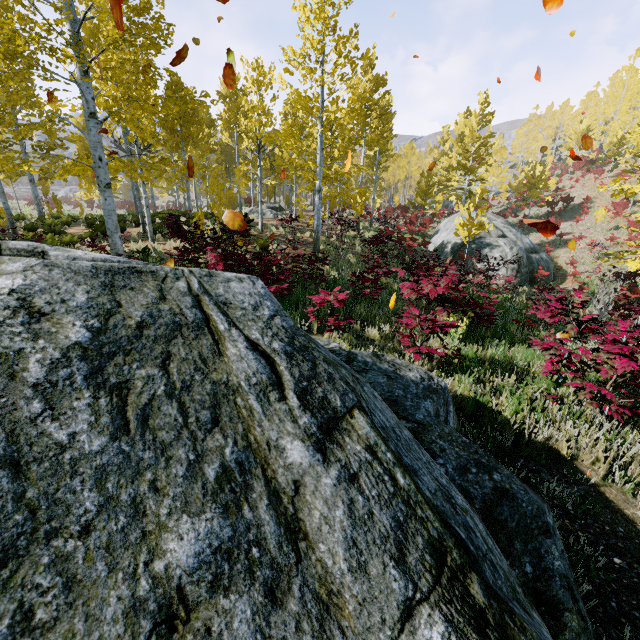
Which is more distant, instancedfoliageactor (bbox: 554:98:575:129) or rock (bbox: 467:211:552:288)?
instancedfoliageactor (bbox: 554:98:575:129)

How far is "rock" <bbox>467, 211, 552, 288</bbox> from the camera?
17.8 meters

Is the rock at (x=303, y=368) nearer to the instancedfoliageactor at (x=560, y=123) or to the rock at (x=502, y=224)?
the instancedfoliageactor at (x=560, y=123)

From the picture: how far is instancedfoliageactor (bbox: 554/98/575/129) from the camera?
58.34m

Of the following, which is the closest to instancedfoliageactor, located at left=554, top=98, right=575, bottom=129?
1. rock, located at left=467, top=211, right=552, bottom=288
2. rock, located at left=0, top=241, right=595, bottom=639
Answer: rock, located at left=0, top=241, right=595, bottom=639

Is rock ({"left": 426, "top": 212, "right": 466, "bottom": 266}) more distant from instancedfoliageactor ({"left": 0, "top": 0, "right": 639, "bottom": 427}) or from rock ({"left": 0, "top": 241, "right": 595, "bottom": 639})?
rock ({"left": 0, "top": 241, "right": 595, "bottom": 639})

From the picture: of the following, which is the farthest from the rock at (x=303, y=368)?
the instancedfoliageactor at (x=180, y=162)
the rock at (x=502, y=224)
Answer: the rock at (x=502, y=224)

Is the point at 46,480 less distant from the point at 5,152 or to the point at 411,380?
the point at 411,380
